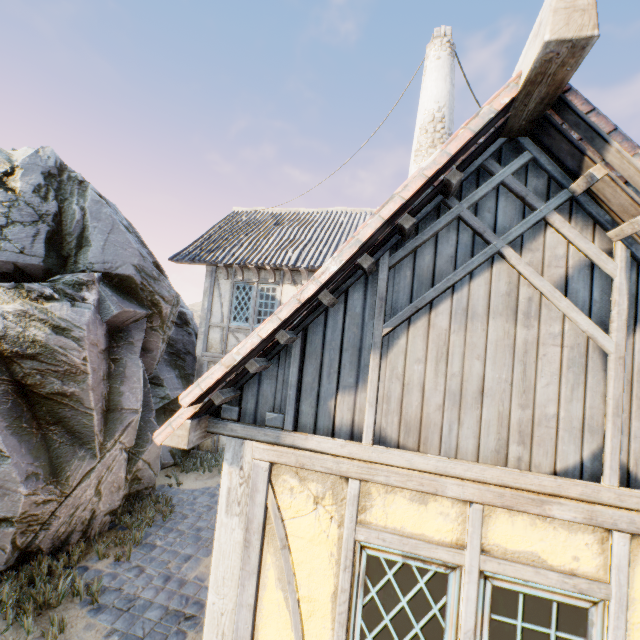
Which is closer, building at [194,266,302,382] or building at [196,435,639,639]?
building at [196,435,639,639]

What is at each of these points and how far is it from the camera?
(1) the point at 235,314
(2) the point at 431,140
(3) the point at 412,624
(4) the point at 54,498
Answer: (1) building, 9.8 meters
(2) chimney, 7.9 meters
(3) building, 2.3 meters
(4) rock, 4.9 meters

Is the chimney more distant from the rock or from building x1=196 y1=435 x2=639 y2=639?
the rock

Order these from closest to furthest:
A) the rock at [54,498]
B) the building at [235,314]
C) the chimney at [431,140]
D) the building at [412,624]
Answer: the building at [412,624]
the rock at [54,498]
the chimney at [431,140]
the building at [235,314]

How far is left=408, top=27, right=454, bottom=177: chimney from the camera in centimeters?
789cm

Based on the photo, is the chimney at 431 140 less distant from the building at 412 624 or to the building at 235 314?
the building at 235 314

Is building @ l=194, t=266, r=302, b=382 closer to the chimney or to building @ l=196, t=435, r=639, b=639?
the chimney
